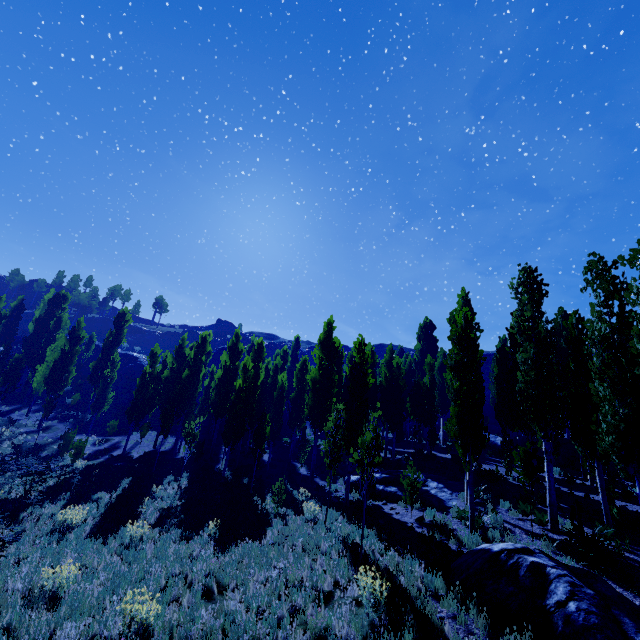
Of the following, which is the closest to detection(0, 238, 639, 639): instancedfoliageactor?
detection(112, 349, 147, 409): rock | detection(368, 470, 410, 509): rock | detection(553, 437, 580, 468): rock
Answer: detection(368, 470, 410, 509): rock

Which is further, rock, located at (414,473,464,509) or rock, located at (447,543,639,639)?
rock, located at (414,473,464,509)

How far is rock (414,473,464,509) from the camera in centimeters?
1409cm

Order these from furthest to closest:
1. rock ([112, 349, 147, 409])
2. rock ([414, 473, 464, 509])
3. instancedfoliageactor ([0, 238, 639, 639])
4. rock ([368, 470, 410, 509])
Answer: rock ([112, 349, 147, 409]) → rock ([368, 470, 410, 509]) → rock ([414, 473, 464, 509]) → instancedfoliageactor ([0, 238, 639, 639])

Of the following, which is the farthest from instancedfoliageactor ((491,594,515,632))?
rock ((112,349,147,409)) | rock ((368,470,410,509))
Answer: rock ((112,349,147,409))

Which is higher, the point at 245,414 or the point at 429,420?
the point at 429,420

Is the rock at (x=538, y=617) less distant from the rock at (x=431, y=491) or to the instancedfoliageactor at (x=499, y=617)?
the instancedfoliageactor at (x=499, y=617)

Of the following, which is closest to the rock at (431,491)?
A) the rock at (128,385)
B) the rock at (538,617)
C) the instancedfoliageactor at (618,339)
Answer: the instancedfoliageactor at (618,339)
